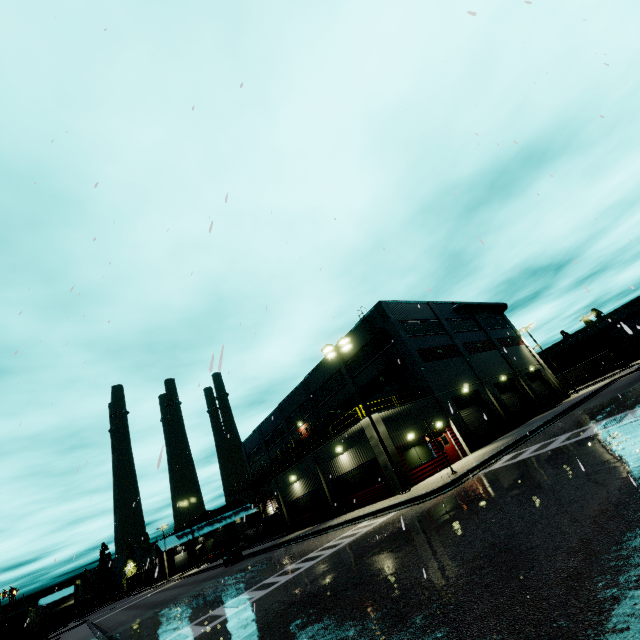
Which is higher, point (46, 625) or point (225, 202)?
point (225, 202)

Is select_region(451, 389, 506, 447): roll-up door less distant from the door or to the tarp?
the door

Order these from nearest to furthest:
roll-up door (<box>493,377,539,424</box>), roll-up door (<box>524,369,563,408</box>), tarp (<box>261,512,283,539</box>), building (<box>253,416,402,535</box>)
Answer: building (<box>253,416,402,535</box>) < tarp (<box>261,512,283,539</box>) < roll-up door (<box>493,377,539,424</box>) < roll-up door (<box>524,369,563,408</box>)

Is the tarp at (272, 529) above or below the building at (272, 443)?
below

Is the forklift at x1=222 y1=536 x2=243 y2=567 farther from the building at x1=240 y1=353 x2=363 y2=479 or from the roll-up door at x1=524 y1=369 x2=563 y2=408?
the roll-up door at x1=524 y1=369 x2=563 y2=408

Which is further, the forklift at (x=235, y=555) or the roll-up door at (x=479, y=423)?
the forklift at (x=235, y=555)

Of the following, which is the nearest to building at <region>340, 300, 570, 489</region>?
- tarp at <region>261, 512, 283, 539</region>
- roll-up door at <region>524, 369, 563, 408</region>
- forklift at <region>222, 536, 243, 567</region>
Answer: roll-up door at <region>524, 369, 563, 408</region>

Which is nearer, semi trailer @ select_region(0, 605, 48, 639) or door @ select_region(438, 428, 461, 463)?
door @ select_region(438, 428, 461, 463)
